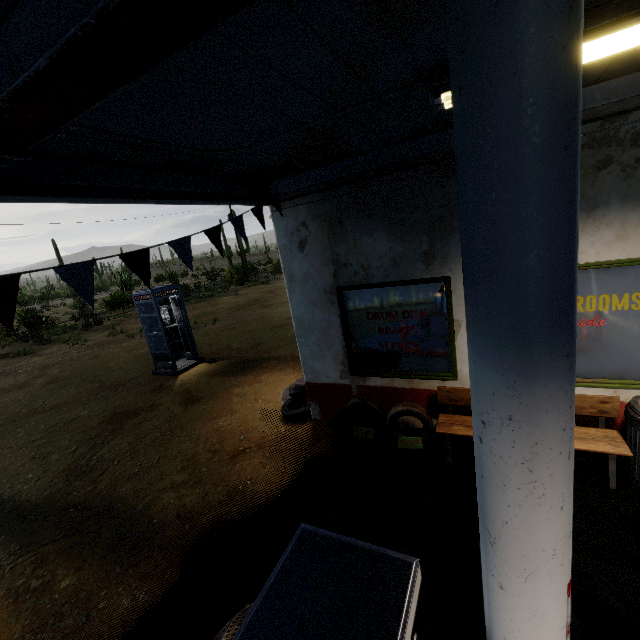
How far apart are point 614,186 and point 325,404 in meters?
5.0 m

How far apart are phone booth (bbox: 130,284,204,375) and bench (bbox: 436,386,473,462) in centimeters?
805cm

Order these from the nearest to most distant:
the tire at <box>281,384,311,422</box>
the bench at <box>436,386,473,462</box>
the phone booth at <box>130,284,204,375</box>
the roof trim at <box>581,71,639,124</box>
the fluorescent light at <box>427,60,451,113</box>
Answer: the fluorescent light at <box>427,60,451,113</box>, the roof trim at <box>581,71,639,124</box>, the bench at <box>436,386,473,462</box>, the tire at <box>281,384,311,422</box>, the phone booth at <box>130,284,204,375</box>

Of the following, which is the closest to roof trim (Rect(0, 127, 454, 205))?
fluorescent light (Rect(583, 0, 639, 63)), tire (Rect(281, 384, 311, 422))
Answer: fluorescent light (Rect(583, 0, 639, 63))

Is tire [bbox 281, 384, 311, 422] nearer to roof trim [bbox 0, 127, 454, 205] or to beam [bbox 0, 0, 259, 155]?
roof trim [bbox 0, 127, 454, 205]

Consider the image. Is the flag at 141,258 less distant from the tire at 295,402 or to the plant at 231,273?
the tire at 295,402

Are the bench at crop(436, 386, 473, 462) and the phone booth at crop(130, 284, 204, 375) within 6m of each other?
no

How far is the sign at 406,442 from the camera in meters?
4.8 m
